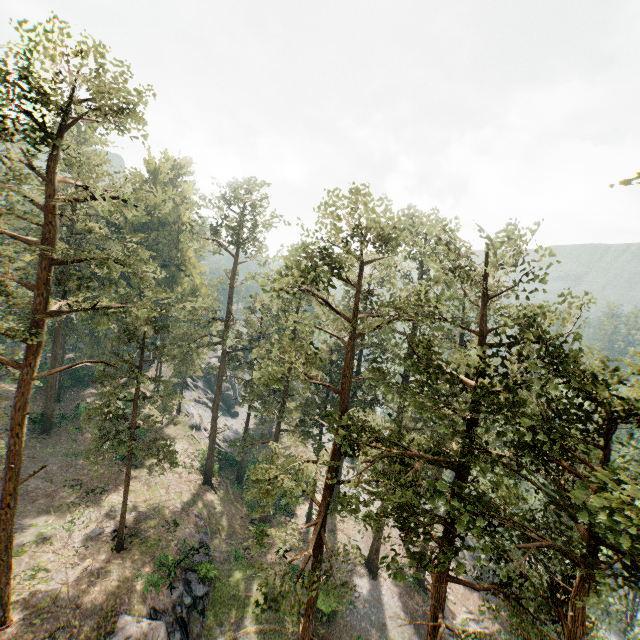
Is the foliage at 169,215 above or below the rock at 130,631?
above

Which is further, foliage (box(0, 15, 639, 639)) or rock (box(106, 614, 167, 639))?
rock (box(106, 614, 167, 639))

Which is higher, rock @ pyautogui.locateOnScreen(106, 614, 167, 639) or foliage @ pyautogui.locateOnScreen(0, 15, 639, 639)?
foliage @ pyautogui.locateOnScreen(0, 15, 639, 639)

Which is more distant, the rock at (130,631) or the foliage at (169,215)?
the rock at (130,631)

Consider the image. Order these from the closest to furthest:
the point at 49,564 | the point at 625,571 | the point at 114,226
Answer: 1. the point at 625,571
2. the point at 49,564
3. the point at 114,226
